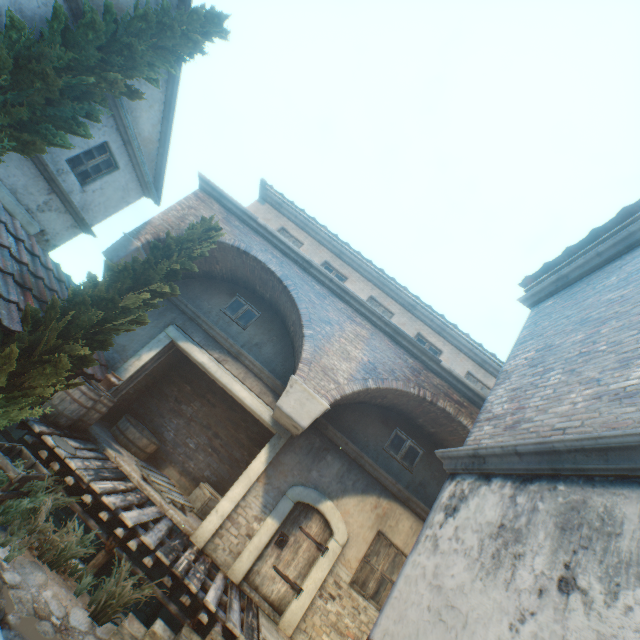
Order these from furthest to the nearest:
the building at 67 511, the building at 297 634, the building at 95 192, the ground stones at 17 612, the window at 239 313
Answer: the window at 239 313
the building at 95 192
the building at 67 511
the ground stones at 17 612
the building at 297 634

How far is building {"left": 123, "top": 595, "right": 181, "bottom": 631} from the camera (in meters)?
6.50

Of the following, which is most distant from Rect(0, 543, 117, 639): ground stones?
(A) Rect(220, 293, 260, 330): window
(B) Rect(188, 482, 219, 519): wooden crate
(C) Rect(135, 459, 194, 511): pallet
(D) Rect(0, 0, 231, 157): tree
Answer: (A) Rect(220, 293, 260, 330): window

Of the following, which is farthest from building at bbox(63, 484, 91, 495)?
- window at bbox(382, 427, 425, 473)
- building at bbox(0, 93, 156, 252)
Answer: building at bbox(0, 93, 156, 252)

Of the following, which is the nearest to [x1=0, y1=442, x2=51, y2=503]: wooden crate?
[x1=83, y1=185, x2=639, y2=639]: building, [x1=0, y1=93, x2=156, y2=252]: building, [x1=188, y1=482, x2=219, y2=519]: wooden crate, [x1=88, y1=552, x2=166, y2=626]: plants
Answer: [x1=88, y1=552, x2=166, y2=626]: plants

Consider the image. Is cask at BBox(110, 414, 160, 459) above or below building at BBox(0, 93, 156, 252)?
below

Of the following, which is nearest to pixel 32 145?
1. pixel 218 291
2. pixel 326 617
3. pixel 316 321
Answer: pixel 218 291

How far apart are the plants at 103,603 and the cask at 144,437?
3.9m
